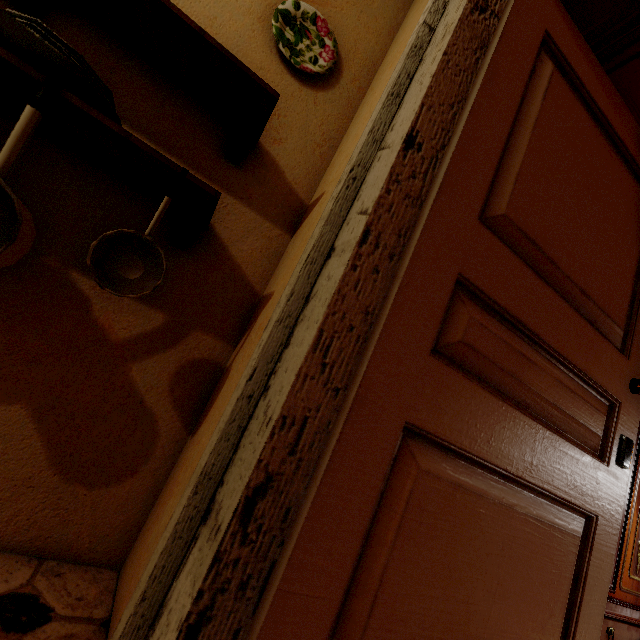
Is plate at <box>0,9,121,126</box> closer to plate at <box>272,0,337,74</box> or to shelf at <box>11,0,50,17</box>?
shelf at <box>11,0,50,17</box>

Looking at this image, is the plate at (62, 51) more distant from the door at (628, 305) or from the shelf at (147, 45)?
the door at (628, 305)

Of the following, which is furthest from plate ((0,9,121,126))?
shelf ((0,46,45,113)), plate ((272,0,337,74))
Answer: plate ((272,0,337,74))

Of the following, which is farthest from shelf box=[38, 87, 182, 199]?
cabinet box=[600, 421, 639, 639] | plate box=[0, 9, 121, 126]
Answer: cabinet box=[600, 421, 639, 639]

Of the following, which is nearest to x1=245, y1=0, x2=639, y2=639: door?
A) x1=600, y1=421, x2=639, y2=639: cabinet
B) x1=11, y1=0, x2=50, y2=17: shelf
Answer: x1=600, y1=421, x2=639, y2=639: cabinet

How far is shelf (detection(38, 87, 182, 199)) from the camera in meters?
0.8 m

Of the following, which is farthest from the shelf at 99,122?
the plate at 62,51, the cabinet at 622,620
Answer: the cabinet at 622,620

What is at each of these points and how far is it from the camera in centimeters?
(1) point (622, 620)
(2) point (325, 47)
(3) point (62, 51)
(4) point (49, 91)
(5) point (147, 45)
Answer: (1) cabinet, 133cm
(2) plate, 140cm
(3) plate, 79cm
(4) cooking pot, 75cm
(5) shelf, 103cm
